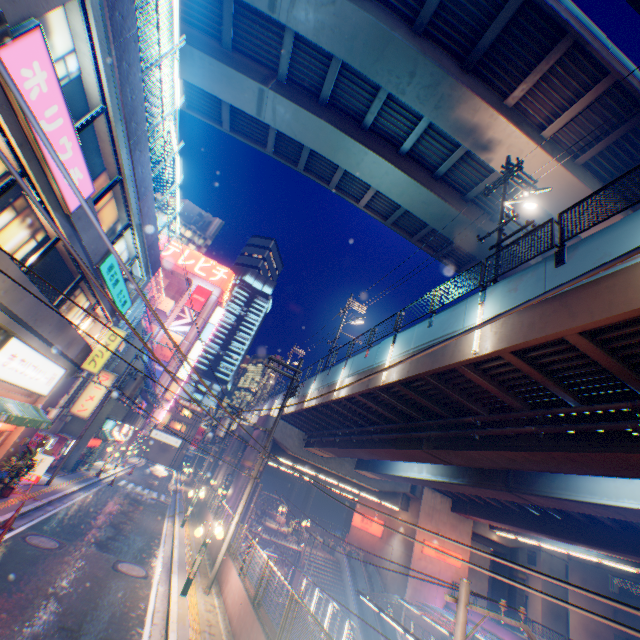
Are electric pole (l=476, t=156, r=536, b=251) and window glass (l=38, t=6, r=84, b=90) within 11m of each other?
no

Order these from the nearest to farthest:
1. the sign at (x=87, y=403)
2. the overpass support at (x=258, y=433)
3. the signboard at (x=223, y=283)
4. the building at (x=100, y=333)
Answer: the building at (x=100, y=333) → the sign at (x=87, y=403) → the overpass support at (x=258, y=433) → the signboard at (x=223, y=283)

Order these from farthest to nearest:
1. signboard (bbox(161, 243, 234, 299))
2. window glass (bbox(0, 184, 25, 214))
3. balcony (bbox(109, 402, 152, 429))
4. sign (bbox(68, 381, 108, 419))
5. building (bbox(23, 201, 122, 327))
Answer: signboard (bbox(161, 243, 234, 299)) < balcony (bbox(109, 402, 152, 429)) < sign (bbox(68, 381, 108, 419)) < building (bbox(23, 201, 122, 327)) < window glass (bbox(0, 184, 25, 214))

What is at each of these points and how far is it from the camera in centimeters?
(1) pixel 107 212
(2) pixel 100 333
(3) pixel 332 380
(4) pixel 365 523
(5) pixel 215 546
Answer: (1) window glass, 1252cm
(2) building, 1670cm
(3) overpass support, 1994cm
(4) sign, 3703cm
(5) concrete block, 1667cm

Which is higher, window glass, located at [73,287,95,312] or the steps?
window glass, located at [73,287,95,312]

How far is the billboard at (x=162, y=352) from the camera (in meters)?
47.31

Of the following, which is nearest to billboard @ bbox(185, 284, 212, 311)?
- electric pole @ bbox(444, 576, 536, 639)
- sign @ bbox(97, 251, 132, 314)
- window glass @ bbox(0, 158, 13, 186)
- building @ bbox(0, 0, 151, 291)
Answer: building @ bbox(0, 0, 151, 291)

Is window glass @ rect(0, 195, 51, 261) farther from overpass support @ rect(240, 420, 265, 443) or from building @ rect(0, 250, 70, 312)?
overpass support @ rect(240, 420, 265, 443)
